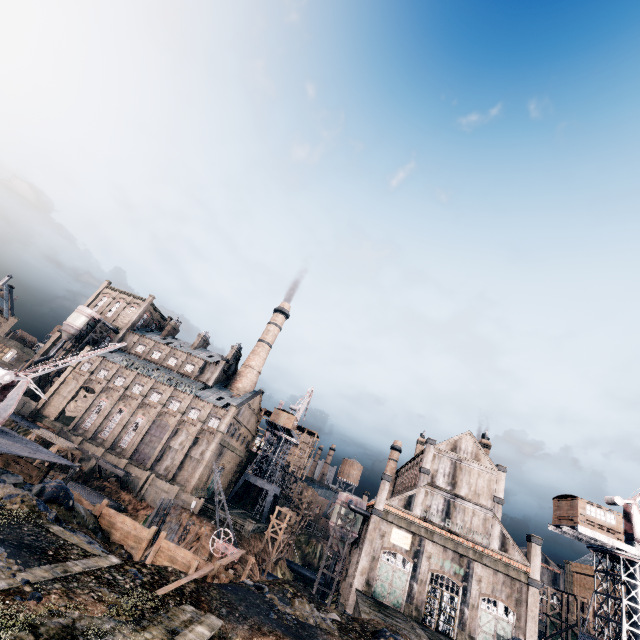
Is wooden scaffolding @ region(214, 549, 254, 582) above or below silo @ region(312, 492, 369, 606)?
below

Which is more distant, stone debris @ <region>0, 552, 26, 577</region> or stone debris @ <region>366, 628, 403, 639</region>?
stone debris @ <region>366, 628, 403, 639</region>

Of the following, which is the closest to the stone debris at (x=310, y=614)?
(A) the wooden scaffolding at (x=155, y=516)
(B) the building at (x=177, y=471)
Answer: (B) the building at (x=177, y=471)

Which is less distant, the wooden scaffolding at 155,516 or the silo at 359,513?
the wooden scaffolding at 155,516

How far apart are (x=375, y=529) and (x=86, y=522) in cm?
3288

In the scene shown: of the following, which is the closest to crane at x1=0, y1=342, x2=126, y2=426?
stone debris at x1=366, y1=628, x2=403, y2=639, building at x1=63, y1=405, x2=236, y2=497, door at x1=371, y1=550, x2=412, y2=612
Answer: building at x1=63, y1=405, x2=236, y2=497

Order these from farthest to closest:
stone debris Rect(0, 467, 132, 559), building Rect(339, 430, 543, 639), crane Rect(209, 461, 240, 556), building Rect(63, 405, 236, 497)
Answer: building Rect(63, 405, 236, 497), building Rect(339, 430, 543, 639), crane Rect(209, 461, 240, 556), stone debris Rect(0, 467, 132, 559)

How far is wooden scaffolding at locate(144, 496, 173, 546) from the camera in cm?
3988
